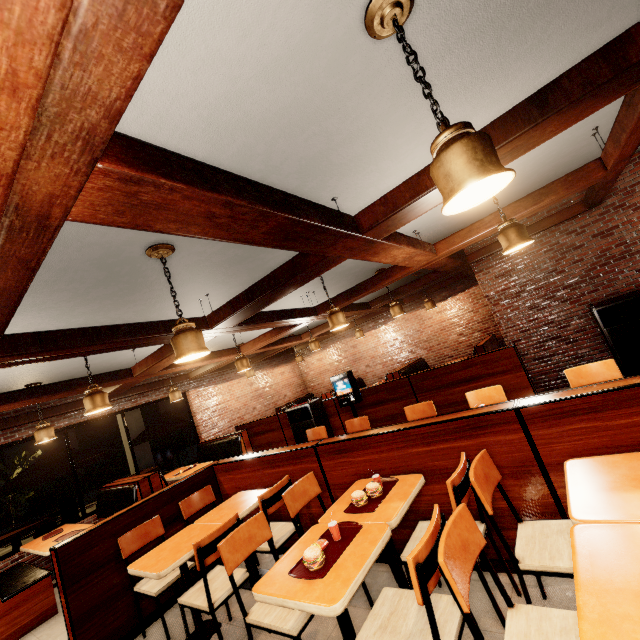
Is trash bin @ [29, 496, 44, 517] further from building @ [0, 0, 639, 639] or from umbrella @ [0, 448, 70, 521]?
umbrella @ [0, 448, 70, 521]

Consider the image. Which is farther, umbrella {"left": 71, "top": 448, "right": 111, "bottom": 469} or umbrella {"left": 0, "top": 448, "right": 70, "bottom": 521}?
umbrella {"left": 71, "top": 448, "right": 111, "bottom": 469}

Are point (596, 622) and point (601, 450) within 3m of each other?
yes

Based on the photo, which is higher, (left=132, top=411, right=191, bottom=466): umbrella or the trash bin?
(left=132, top=411, right=191, bottom=466): umbrella

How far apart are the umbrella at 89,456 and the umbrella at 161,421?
1.09m

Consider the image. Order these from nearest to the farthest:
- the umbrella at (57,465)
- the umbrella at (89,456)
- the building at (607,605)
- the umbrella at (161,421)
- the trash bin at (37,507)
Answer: the building at (607,605) → the umbrella at (57,465) → the umbrella at (89,456) → the umbrella at (161,421) → the trash bin at (37,507)

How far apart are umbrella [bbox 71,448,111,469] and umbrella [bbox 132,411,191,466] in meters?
1.1

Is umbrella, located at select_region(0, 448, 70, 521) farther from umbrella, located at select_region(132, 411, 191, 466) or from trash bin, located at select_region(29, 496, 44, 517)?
trash bin, located at select_region(29, 496, 44, 517)
